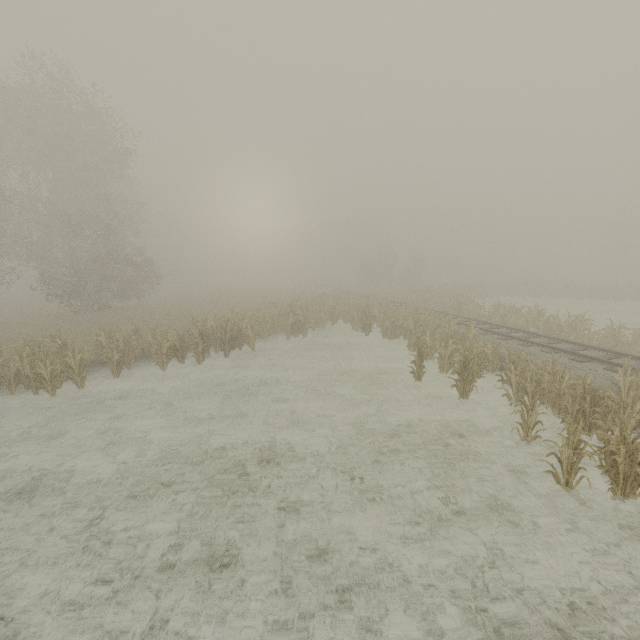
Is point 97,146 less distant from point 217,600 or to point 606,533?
point 217,600
